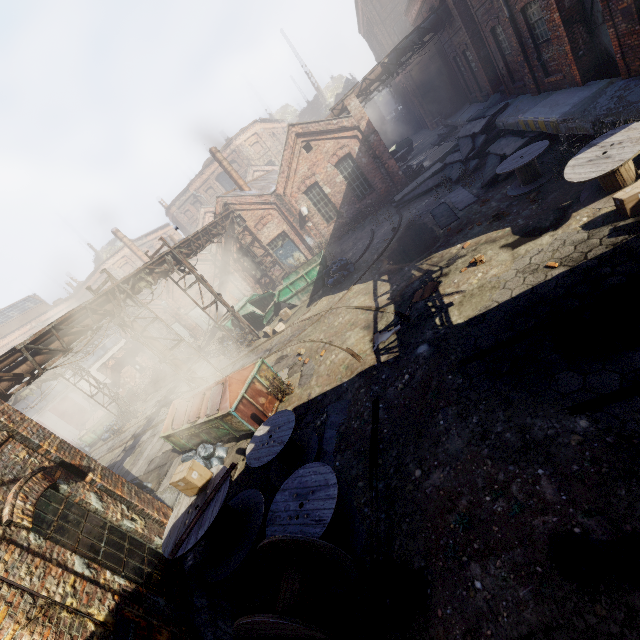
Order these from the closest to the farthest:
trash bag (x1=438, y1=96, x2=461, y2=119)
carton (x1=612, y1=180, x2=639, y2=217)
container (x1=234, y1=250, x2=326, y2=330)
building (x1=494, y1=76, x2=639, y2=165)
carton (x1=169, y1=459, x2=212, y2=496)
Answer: carton (x1=169, y1=459, x2=212, y2=496)
carton (x1=612, y1=180, x2=639, y2=217)
building (x1=494, y1=76, x2=639, y2=165)
container (x1=234, y1=250, x2=326, y2=330)
trash bag (x1=438, y1=96, x2=461, y2=119)

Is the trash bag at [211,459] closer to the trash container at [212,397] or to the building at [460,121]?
the trash container at [212,397]

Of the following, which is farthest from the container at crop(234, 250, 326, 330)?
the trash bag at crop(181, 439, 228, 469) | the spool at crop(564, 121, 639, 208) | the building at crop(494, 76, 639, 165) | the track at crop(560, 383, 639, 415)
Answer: the track at crop(560, 383, 639, 415)

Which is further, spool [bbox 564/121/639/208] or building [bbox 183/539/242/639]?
spool [bbox 564/121/639/208]

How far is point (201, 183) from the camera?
43.1m

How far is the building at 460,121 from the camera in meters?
19.7

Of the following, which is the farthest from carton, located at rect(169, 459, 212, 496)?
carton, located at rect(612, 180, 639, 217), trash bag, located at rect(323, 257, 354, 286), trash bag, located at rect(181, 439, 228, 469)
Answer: trash bag, located at rect(323, 257, 354, 286)

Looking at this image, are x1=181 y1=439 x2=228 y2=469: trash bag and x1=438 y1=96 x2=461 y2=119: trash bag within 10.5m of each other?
no
